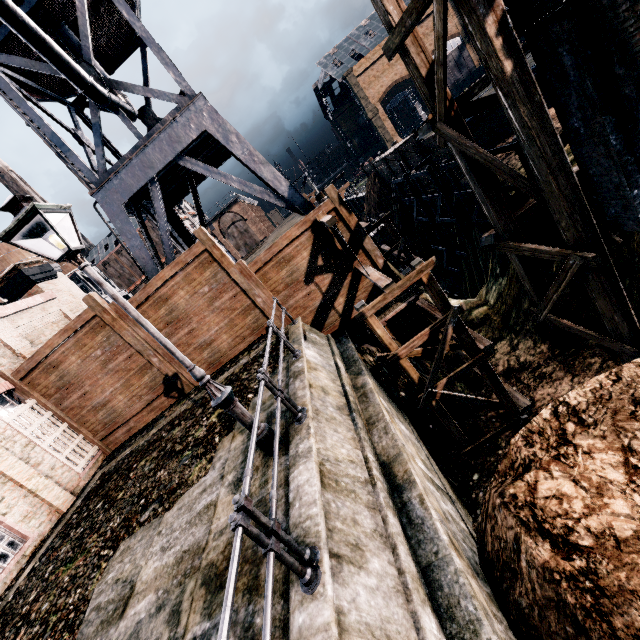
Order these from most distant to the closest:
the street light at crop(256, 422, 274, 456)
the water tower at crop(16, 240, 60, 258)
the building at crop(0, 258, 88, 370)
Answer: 1. the water tower at crop(16, 240, 60, 258)
2. the building at crop(0, 258, 88, 370)
3. the street light at crop(256, 422, 274, 456)

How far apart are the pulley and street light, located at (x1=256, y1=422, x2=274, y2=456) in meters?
6.3 m

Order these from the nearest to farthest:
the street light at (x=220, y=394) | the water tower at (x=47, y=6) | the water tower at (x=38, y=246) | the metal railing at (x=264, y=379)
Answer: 1. the metal railing at (x=264, y=379)
2. the street light at (x=220, y=394)
3. the water tower at (x=47, y=6)
4. the water tower at (x=38, y=246)

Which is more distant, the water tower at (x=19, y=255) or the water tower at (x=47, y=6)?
the water tower at (x=19, y=255)

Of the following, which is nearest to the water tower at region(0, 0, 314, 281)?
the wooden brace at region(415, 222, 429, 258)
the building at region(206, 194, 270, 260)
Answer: the wooden brace at region(415, 222, 429, 258)

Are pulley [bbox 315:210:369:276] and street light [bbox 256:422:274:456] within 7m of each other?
yes

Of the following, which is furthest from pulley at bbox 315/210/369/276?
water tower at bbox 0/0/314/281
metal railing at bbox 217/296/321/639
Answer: metal railing at bbox 217/296/321/639

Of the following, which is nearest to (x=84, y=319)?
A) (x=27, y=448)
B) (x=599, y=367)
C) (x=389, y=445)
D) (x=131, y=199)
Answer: (x=27, y=448)
